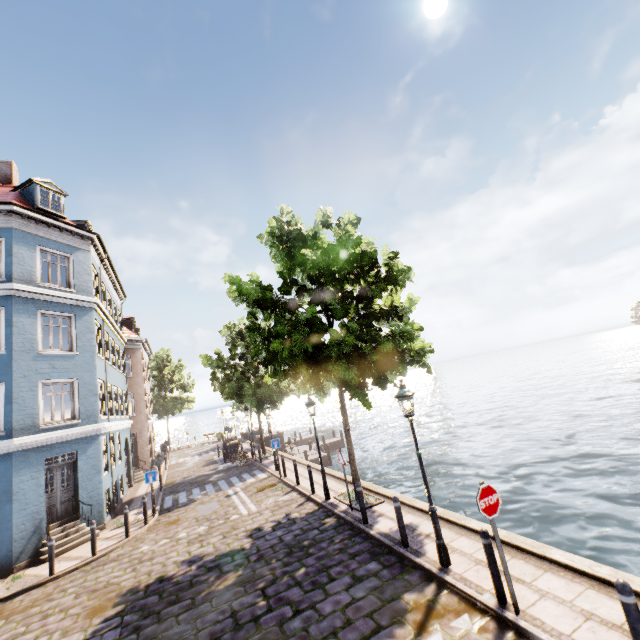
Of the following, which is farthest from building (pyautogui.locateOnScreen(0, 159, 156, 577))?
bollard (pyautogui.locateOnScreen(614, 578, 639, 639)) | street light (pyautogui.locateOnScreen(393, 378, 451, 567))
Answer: street light (pyautogui.locateOnScreen(393, 378, 451, 567))

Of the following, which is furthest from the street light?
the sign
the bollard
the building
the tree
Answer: the building

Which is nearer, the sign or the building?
the sign

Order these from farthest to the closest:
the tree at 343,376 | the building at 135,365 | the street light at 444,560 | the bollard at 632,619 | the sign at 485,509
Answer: the building at 135,365 < the tree at 343,376 < the street light at 444,560 < the sign at 485,509 < the bollard at 632,619

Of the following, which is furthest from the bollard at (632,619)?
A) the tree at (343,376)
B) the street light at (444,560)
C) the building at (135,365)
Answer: the building at (135,365)

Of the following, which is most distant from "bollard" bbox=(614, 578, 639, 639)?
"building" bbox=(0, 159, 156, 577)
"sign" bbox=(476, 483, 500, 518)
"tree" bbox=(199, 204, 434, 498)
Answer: "building" bbox=(0, 159, 156, 577)

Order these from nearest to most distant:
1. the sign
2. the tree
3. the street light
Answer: the sign → the street light → the tree

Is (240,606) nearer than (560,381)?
Yes
